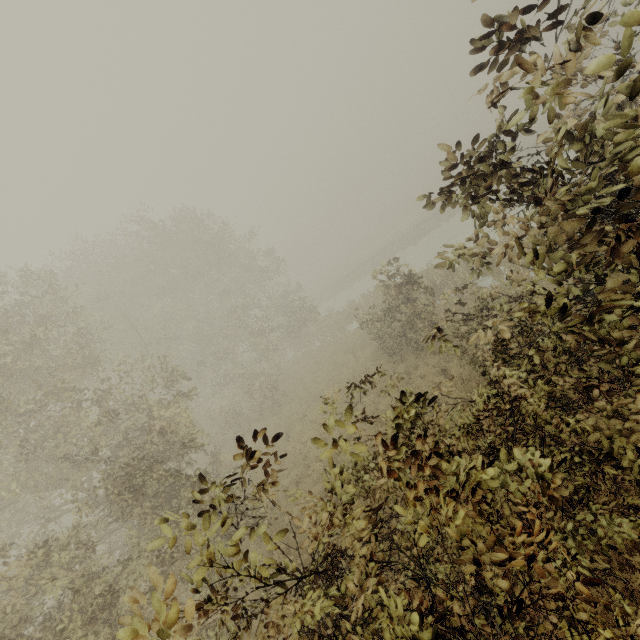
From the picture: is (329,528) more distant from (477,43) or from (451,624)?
(477,43)
